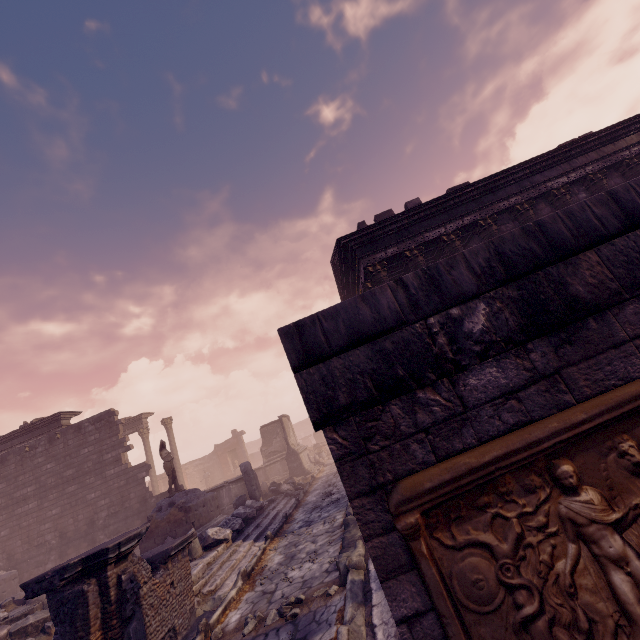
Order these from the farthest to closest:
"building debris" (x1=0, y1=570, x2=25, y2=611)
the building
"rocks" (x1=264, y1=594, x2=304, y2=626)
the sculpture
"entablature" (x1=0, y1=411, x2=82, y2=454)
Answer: "entablature" (x1=0, y1=411, x2=82, y2=454) < the sculpture < the building < "building debris" (x1=0, y1=570, x2=25, y2=611) < "rocks" (x1=264, y1=594, x2=304, y2=626)

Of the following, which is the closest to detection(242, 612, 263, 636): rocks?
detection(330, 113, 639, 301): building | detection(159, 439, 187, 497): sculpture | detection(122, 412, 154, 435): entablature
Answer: detection(330, 113, 639, 301): building

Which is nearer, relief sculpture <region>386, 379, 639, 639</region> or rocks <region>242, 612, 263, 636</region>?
relief sculpture <region>386, 379, 639, 639</region>

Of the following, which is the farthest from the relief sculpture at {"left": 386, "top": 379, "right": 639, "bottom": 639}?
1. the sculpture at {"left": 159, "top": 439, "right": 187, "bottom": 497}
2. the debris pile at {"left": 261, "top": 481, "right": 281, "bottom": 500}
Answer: the sculpture at {"left": 159, "top": 439, "right": 187, "bottom": 497}

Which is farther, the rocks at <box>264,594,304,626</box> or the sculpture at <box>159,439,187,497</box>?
the sculpture at <box>159,439,187,497</box>

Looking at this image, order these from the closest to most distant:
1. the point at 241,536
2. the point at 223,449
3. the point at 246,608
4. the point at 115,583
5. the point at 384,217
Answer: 1. the point at 115,583
2. the point at 246,608
3. the point at 241,536
4. the point at 384,217
5. the point at 223,449

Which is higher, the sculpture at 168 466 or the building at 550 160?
the building at 550 160

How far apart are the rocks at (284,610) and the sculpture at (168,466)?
9.1 meters
